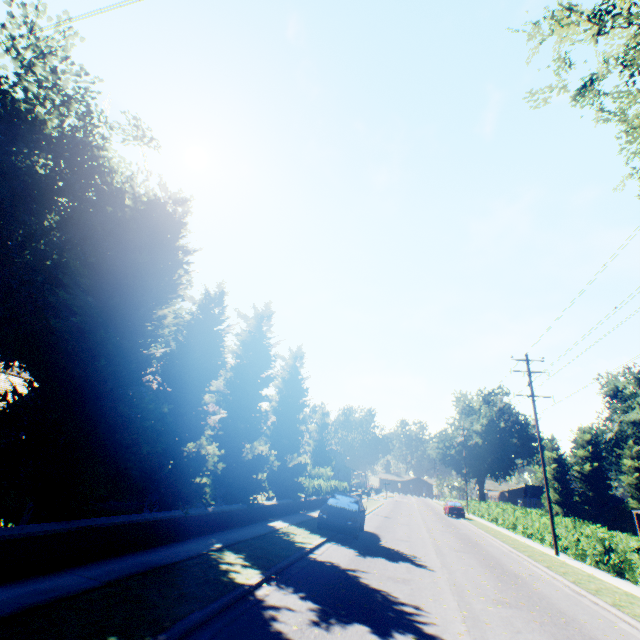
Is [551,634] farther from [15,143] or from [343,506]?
[15,143]

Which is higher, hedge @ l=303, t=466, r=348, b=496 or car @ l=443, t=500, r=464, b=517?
hedge @ l=303, t=466, r=348, b=496

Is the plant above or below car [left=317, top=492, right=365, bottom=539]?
above

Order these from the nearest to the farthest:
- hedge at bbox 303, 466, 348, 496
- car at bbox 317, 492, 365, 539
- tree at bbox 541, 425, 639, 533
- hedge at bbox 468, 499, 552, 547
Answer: car at bbox 317, 492, 365, 539, hedge at bbox 468, 499, 552, 547, hedge at bbox 303, 466, 348, 496, tree at bbox 541, 425, 639, 533

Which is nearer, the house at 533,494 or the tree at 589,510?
the tree at 589,510

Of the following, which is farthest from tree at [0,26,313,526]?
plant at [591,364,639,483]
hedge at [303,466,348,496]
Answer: plant at [591,364,639,483]

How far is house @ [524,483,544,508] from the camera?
53.8m

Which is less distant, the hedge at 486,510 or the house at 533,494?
the hedge at 486,510
